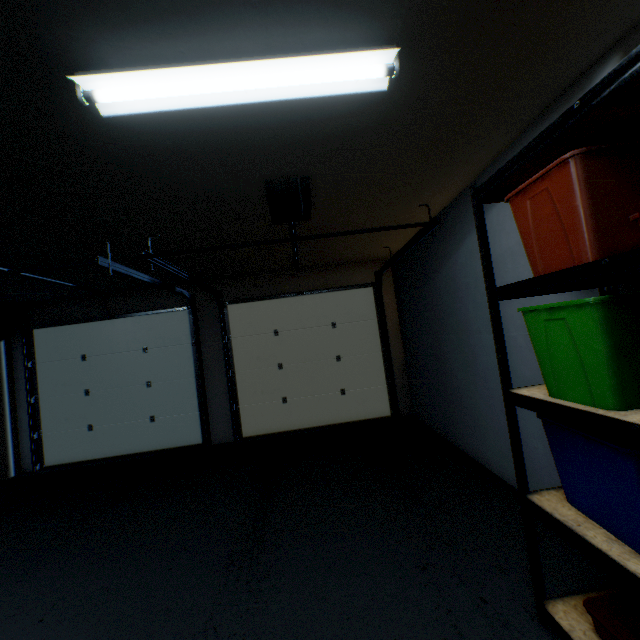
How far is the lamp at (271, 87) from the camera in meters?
1.2

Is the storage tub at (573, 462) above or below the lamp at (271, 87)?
below

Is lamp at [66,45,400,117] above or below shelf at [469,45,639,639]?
above

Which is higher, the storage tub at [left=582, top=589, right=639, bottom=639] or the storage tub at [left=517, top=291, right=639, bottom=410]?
the storage tub at [left=517, top=291, right=639, bottom=410]

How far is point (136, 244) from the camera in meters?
3.0 m

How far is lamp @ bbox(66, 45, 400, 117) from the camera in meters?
1.2

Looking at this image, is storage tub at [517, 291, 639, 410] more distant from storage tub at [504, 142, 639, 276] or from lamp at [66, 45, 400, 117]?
lamp at [66, 45, 400, 117]

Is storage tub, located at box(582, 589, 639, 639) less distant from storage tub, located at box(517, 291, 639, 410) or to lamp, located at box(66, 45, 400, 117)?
storage tub, located at box(517, 291, 639, 410)
